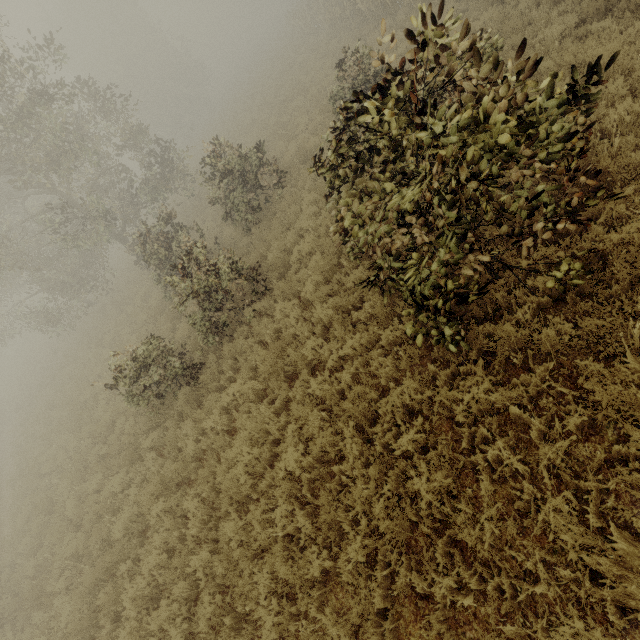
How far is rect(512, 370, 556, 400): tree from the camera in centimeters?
401cm

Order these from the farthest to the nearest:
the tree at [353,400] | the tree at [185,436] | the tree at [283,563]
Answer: the tree at [185,436] < the tree at [353,400] < the tree at [283,563]

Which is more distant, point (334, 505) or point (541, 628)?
point (334, 505)

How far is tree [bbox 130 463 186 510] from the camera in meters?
7.3 m

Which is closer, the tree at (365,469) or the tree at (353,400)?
the tree at (365,469)

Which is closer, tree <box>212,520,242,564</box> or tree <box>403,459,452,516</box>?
tree <box>403,459,452,516</box>

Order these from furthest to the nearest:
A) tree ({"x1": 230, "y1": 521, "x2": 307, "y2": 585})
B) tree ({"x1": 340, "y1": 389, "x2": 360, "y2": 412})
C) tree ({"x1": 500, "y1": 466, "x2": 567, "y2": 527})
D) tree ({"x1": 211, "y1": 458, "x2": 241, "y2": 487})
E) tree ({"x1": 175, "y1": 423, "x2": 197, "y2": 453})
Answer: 1. tree ({"x1": 175, "y1": 423, "x2": 197, "y2": 453})
2. tree ({"x1": 211, "y1": 458, "x2": 241, "y2": 487})
3. tree ({"x1": 340, "y1": 389, "x2": 360, "y2": 412})
4. tree ({"x1": 230, "y1": 521, "x2": 307, "y2": 585})
5. tree ({"x1": 500, "y1": 466, "x2": 567, "y2": 527})
